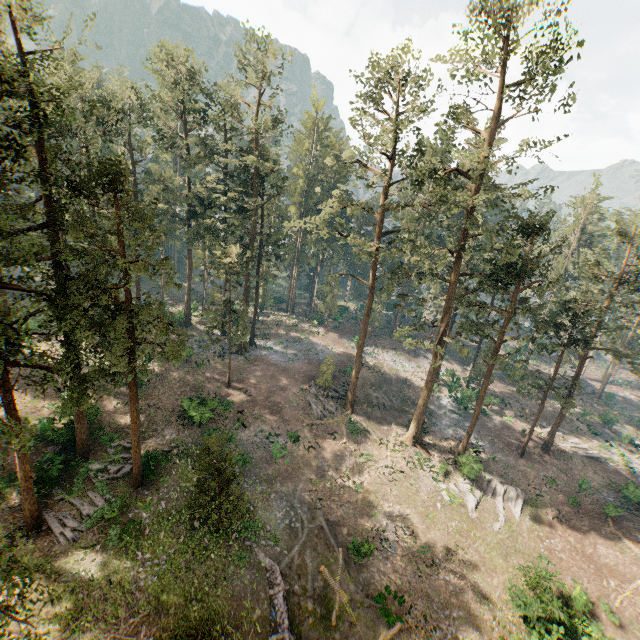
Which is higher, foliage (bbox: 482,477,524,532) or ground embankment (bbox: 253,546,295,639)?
ground embankment (bbox: 253,546,295,639)

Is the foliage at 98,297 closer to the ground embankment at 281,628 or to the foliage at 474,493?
the foliage at 474,493

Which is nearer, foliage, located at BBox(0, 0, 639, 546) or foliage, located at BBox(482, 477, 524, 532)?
foliage, located at BBox(0, 0, 639, 546)

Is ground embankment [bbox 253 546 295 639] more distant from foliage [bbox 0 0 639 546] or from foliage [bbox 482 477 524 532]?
foliage [bbox 482 477 524 532]

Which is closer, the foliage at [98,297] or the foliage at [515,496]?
the foliage at [98,297]

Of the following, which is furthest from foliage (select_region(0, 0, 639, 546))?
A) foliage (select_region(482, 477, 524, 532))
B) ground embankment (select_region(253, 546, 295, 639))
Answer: ground embankment (select_region(253, 546, 295, 639))

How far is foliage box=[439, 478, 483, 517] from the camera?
28.8 meters

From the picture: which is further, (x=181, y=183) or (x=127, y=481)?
(x=181, y=183)
